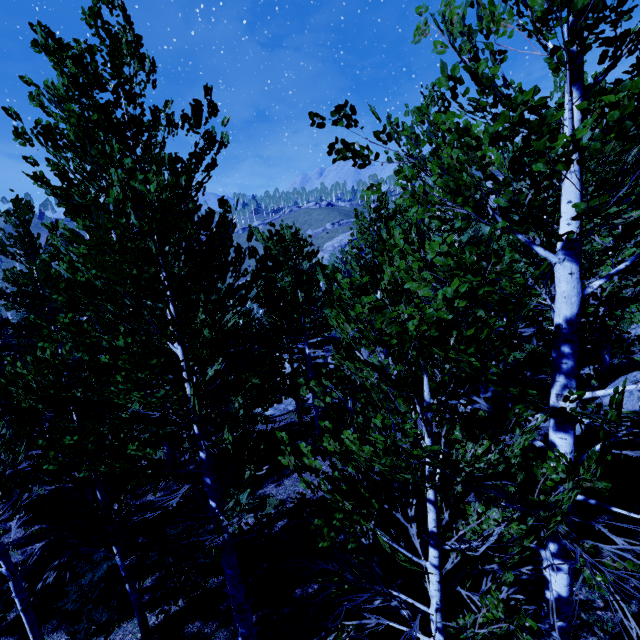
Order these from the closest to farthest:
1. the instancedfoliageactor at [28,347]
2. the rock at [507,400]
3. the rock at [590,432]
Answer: the instancedfoliageactor at [28,347], the rock at [590,432], the rock at [507,400]

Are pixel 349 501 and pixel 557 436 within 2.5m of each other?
yes

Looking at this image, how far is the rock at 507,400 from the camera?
12.81m

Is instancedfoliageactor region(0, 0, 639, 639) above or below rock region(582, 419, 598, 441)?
above

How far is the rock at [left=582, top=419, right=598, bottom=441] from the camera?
10.2 meters

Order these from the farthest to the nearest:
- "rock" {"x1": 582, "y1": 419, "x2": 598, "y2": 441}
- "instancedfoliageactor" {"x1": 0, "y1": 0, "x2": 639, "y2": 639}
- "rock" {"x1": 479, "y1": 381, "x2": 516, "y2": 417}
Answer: "rock" {"x1": 479, "y1": 381, "x2": 516, "y2": 417} < "rock" {"x1": 582, "y1": 419, "x2": 598, "y2": 441} < "instancedfoliageactor" {"x1": 0, "y1": 0, "x2": 639, "y2": 639}

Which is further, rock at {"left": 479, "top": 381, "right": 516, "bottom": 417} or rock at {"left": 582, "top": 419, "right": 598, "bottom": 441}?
rock at {"left": 479, "top": 381, "right": 516, "bottom": 417}
